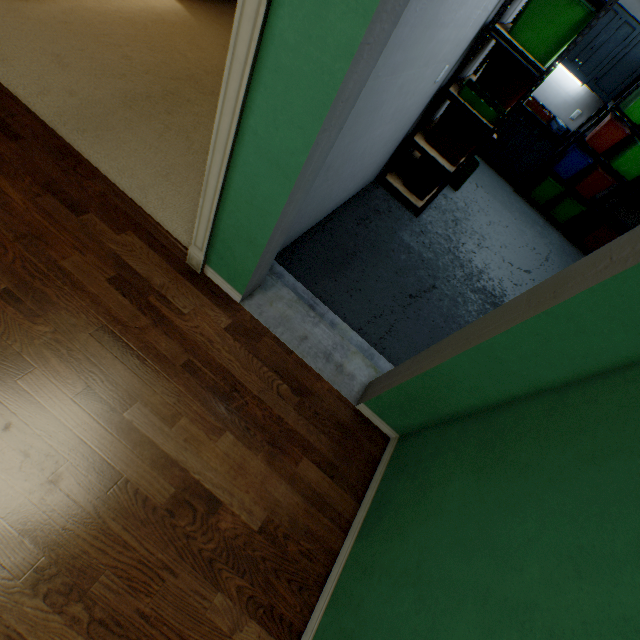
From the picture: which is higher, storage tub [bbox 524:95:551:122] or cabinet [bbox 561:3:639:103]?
cabinet [bbox 561:3:639:103]

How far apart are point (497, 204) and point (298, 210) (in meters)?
4.55

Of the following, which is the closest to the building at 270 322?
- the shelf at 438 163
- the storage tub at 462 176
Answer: the shelf at 438 163

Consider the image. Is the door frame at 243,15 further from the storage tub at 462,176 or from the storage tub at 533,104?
the storage tub at 533,104

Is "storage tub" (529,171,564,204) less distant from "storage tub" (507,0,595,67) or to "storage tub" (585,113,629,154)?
"storage tub" (585,113,629,154)

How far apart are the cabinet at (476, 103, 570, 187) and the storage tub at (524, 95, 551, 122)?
0.05m

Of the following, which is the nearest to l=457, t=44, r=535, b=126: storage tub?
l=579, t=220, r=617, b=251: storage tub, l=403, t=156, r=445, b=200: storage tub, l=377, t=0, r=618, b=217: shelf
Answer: l=377, t=0, r=618, b=217: shelf

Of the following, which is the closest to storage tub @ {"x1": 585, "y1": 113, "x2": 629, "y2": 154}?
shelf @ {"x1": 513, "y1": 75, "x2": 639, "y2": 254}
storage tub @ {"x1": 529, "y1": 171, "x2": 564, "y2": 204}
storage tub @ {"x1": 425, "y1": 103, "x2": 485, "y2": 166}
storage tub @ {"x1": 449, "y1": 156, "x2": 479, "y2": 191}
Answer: shelf @ {"x1": 513, "y1": 75, "x2": 639, "y2": 254}
